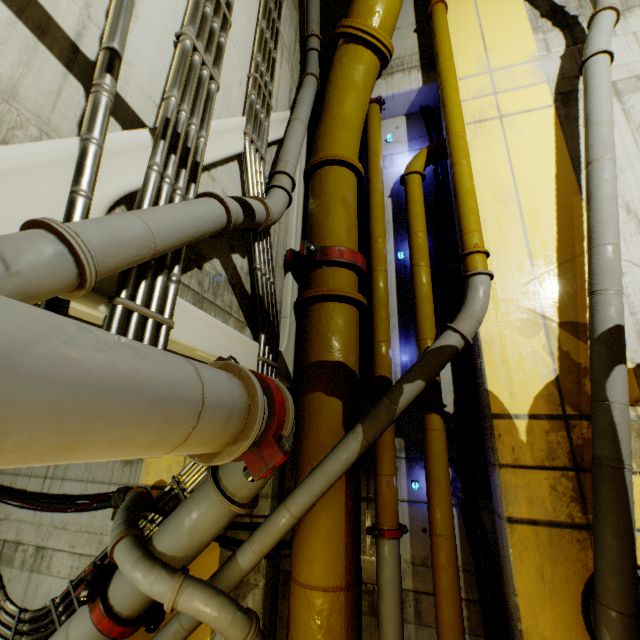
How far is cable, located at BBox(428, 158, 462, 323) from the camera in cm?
422

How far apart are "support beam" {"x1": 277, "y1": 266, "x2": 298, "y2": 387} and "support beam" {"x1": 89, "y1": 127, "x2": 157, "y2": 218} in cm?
191

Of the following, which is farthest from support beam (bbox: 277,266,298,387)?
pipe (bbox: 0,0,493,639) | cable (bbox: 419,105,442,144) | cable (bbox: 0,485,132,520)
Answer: cable (bbox: 419,105,442,144)

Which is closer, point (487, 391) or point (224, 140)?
point (224, 140)

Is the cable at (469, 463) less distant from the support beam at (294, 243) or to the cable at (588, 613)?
the cable at (588, 613)

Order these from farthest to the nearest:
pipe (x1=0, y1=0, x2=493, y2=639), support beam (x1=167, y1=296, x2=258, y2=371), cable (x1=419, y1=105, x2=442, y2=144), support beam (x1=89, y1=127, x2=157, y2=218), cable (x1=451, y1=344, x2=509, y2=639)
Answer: cable (x1=419, y1=105, x2=442, y2=144) → cable (x1=451, y1=344, x2=509, y2=639) → support beam (x1=167, y1=296, x2=258, y2=371) → support beam (x1=89, y1=127, x2=157, y2=218) → pipe (x1=0, y1=0, x2=493, y2=639)

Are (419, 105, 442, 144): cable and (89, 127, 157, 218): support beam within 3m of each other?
no

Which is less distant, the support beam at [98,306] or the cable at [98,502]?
the support beam at [98,306]
